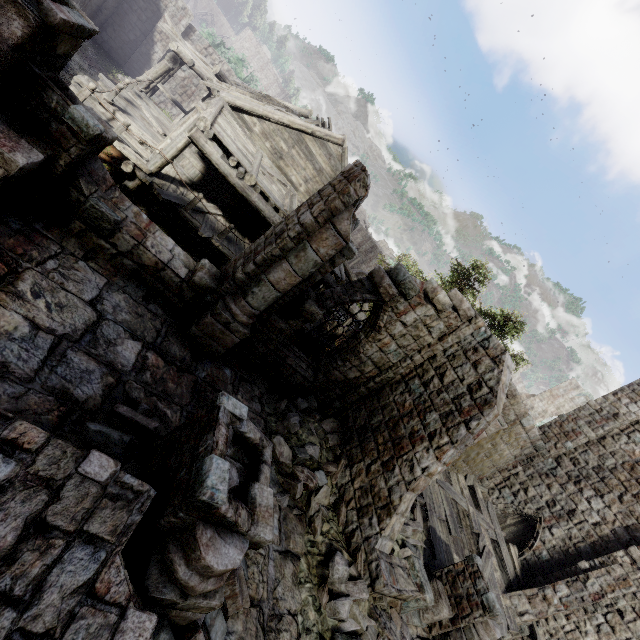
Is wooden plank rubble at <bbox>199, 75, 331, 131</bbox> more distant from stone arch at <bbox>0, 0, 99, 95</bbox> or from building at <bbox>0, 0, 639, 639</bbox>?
stone arch at <bbox>0, 0, 99, 95</bbox>

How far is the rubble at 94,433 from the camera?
4.24m

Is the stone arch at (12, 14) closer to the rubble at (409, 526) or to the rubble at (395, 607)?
the rubble at (395, 607)

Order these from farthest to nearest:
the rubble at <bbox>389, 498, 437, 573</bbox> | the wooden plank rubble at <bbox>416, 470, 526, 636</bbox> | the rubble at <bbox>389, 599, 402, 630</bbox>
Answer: the wooden plank rubble at <bbox>416, 470, 526, 636</bbox>, the rubble at <bbox>389, 498, 437, 573</bbox>, the rubble at <bbox>389, 599, 402, 630</bbox>

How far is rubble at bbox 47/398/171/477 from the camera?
4.2m

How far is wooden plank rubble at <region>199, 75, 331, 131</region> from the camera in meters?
12.2 m

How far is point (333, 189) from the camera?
6.9m
